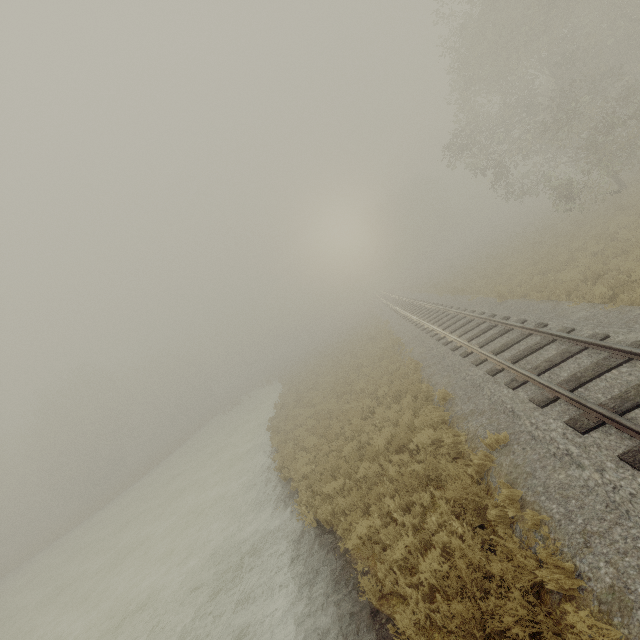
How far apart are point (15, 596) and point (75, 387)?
27.7 meters
